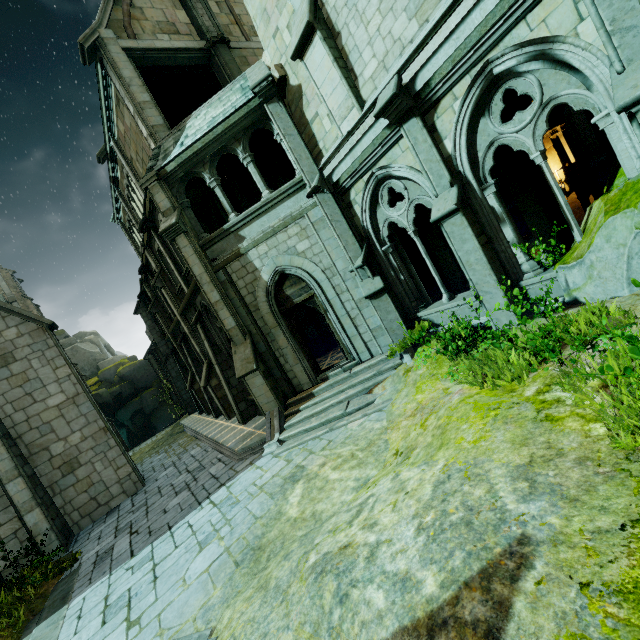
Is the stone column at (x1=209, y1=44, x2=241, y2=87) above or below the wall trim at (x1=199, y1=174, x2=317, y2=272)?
above

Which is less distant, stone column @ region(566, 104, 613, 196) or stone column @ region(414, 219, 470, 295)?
stone column @ region(414, 219, 470, 295)

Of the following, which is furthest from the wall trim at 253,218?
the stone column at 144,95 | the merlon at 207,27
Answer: → the merlon at 207,27

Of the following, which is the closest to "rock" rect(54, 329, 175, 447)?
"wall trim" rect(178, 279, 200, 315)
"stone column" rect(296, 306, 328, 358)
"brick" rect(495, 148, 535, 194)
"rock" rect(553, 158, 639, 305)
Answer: "wall trim" rect(178, 279, 200, 315)

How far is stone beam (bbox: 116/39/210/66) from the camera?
11.77m

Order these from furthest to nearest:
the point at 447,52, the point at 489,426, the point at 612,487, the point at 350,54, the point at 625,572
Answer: the point at 350,54 < the point at 447,52 < the point at 489,426 < the point at 612,487 < the point at 625,572

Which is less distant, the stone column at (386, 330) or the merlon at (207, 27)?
the stone column at (386, 330)

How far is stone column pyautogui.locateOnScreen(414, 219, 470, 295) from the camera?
11.1 meters
